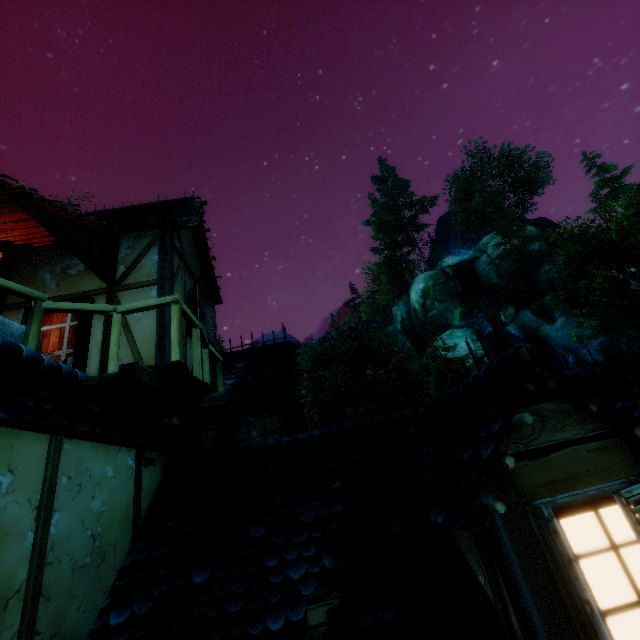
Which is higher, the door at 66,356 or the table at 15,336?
the door at 66,356

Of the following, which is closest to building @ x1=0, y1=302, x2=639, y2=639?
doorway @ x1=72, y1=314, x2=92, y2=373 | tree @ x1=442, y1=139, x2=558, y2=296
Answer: doorway @ x1=72, y1=314, x2=92, y2=373

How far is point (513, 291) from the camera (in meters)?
35.69

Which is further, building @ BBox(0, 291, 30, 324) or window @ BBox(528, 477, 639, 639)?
building @ BBox(0, 291, 30, 324)

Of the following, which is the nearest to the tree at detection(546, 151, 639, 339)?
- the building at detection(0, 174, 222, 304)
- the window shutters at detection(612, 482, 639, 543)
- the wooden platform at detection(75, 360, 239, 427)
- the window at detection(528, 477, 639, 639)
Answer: the building at detection(0, 174, 222, 304)

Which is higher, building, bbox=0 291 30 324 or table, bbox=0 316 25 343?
building, bbox=0 291 30 324

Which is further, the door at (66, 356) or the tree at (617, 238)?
the tree at (617, 238)

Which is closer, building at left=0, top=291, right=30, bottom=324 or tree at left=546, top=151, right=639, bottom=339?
building at left=0, top=291, right=30, bottom=324
